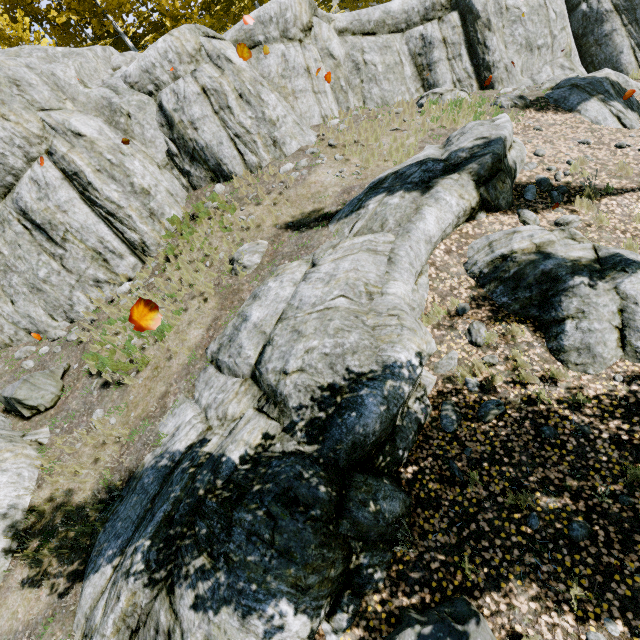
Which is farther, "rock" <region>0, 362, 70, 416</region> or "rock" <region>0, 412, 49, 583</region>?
"rock" <region>0, 362, 70, 416</region>

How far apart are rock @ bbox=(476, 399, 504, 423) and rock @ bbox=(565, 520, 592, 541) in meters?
1.5 m

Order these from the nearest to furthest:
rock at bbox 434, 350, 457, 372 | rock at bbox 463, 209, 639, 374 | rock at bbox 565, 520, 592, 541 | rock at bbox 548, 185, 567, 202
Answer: rock at bbox 565, 520, 592, 541
rock at bbox 463, 209, 639, 374
rock at bbox 434, 350, 457, 372
rock at bbox 548, 185, 567, 202

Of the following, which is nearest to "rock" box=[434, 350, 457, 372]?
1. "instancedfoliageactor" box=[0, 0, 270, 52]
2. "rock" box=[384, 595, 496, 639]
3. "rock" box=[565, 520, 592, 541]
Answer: "instancedfoliageactor" box=[0, 0, 270, 52]

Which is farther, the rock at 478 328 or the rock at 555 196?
the rock at 555 196

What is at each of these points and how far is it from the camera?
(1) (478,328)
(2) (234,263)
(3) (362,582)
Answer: (1) rock, 6.2m
(2) rock, 8.8m
(3) rock, 4.2m

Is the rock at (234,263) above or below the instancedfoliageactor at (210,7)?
below

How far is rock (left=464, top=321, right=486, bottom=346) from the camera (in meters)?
6.11
